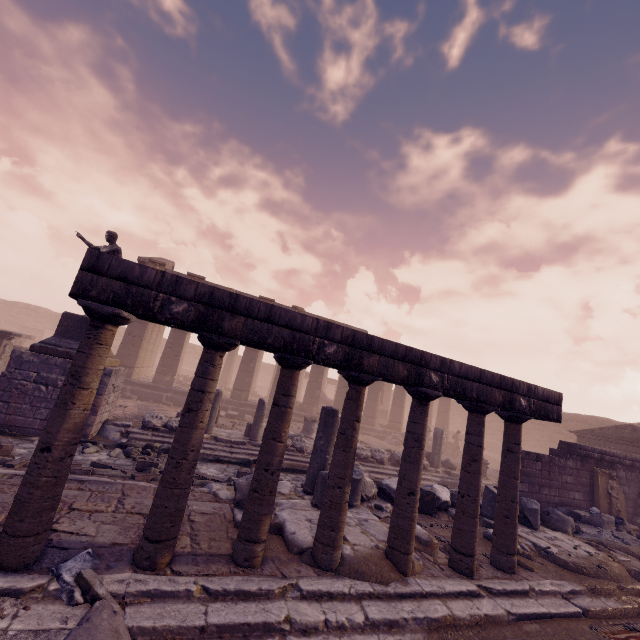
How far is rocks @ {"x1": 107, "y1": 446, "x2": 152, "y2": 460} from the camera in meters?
8.1 m

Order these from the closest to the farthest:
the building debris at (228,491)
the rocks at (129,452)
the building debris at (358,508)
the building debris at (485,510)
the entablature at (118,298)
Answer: the entablature at (118,298) < the building debris at (358,508) < the building debris at (228,491) < the building debris at (485,510) < the rocks at (129,452)

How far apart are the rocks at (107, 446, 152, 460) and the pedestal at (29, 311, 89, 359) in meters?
2.3 m

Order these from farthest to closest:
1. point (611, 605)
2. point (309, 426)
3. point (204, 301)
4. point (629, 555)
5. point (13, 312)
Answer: point (13, 312) → point (309, 426) → point (629, 555) → point (611, 605) → point (204, 301)

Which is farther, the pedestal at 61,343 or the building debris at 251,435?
the building debris at 251,435

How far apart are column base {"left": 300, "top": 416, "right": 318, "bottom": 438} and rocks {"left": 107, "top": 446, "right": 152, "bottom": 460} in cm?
708

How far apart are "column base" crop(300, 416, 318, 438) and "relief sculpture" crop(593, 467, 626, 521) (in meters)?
10.34

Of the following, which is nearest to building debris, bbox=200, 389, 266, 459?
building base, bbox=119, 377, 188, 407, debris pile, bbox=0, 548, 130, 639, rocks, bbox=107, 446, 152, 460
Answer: rocks, bbox=107, 446, 152, 460
